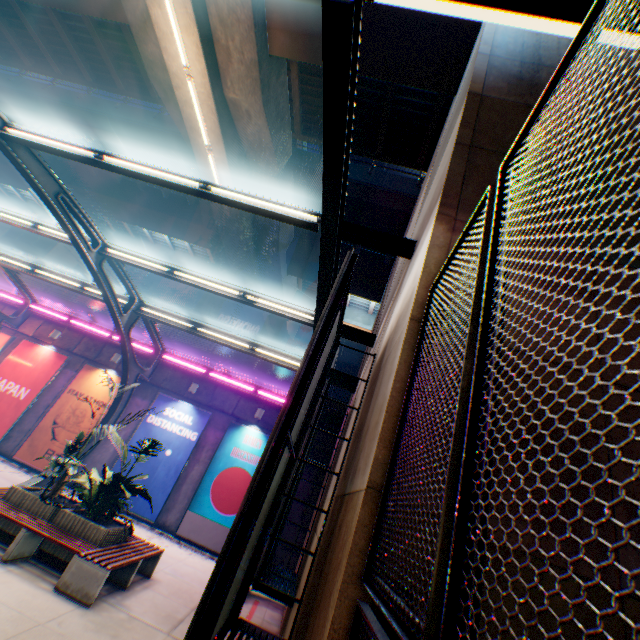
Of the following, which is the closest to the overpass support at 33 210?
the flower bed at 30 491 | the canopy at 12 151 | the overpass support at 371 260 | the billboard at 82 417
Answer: the overpass support at 371 260

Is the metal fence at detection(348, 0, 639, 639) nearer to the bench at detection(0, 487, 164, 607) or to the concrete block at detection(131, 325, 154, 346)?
the concrete block at detection(131, 325, 154, 346)

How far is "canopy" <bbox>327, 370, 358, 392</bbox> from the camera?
10.8 meters

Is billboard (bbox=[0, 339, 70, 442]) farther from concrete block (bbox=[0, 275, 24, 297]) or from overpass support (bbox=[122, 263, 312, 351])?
overpass support (bbox=[122, 263, 312, 351])

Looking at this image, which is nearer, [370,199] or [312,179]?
[370,199]

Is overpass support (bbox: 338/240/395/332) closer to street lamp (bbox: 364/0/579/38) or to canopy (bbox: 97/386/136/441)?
canopy (bbox: 97/386/136/441)

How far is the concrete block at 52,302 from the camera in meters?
16.2 m

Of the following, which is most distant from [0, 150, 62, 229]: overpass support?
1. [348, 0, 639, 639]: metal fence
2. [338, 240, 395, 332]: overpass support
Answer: [338, 240, 395, 332]: overpass support
